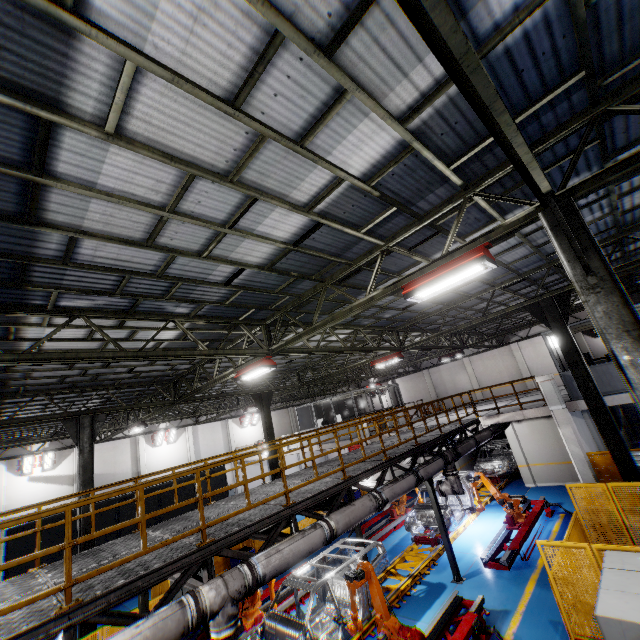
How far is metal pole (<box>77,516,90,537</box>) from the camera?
10.91m

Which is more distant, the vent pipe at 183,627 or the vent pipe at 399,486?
the vent pipe at 399,486

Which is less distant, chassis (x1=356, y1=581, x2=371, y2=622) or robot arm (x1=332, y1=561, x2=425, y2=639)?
robot arm (x1=332, y1=561, x2=425, y2=639)

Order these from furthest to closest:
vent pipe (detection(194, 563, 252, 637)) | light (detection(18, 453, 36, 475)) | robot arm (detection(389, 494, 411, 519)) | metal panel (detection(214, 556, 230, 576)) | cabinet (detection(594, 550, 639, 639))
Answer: light (detection(18, 453, 36, 475))
robot arm (detection(389, 494, 411, 519))
metal panel (detection(214, 556, 230, 576))
vent pipe (detection(194, 563, 252, 637))
cabinet (detection(594, 550, 639, 639))

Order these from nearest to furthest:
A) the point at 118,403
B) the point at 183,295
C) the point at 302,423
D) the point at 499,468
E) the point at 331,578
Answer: the point at 183,295
the point at 331,578
the point at 118,403
the point at 499,468
the point at 302,423

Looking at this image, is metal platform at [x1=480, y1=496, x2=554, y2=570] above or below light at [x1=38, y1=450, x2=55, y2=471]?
below

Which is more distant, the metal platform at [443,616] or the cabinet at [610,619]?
the metal platform at [443,616]

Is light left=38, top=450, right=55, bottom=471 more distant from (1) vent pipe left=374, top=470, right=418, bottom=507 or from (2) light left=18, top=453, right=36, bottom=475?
(1) vent pipe left=374, top=470, right=418, bottom=507
